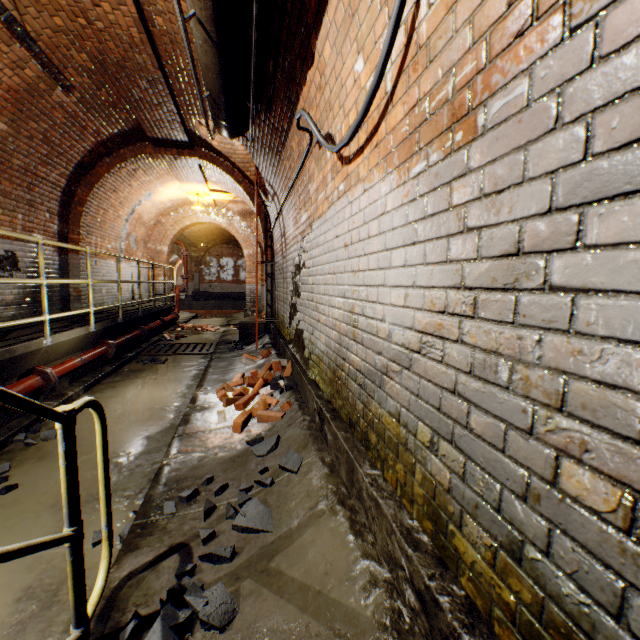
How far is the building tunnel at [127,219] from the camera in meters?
8.2

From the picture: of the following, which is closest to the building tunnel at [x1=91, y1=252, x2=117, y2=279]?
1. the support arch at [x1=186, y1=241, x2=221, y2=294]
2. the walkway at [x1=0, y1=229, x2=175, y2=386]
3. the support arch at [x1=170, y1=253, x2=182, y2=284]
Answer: the walkway at [x1=0, y1=229, x2=175, y2=386]

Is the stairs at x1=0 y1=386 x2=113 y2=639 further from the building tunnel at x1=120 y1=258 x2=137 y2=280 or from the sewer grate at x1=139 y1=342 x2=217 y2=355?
the sewer grate at x1=139 y1=342 x2=217 y2=355

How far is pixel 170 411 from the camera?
4.3 meters

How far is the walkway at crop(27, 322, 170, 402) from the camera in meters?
4.3

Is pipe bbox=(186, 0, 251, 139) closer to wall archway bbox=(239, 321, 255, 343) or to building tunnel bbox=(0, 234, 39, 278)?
building tunnel bbox=(0, 234, 39, 278)

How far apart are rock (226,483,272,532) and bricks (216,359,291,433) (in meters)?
1.54

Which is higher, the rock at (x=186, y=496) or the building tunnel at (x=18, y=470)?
the rock at (x=186, y=496)
